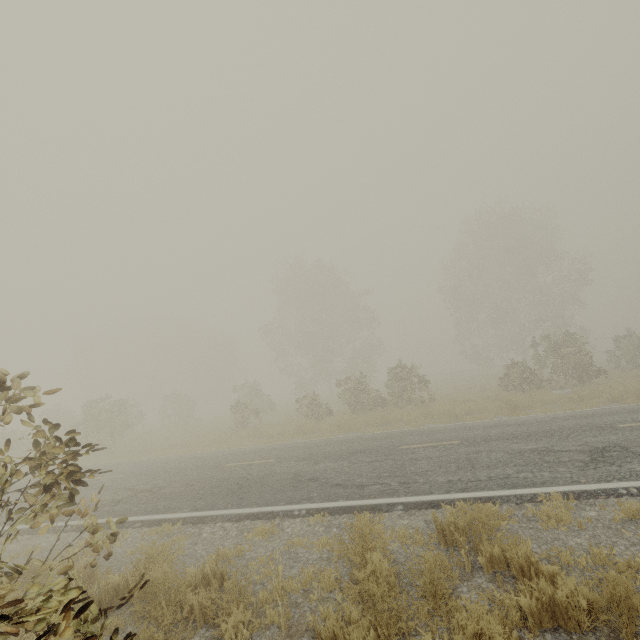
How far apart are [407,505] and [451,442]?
4.07m

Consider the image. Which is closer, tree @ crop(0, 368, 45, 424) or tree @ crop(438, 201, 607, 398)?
tree @ crop(0, 368, 45, 424)

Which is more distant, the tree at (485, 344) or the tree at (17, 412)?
the tree at (485, 344)

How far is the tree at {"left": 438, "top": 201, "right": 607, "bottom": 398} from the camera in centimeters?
1927cm

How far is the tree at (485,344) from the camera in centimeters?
1927cm
